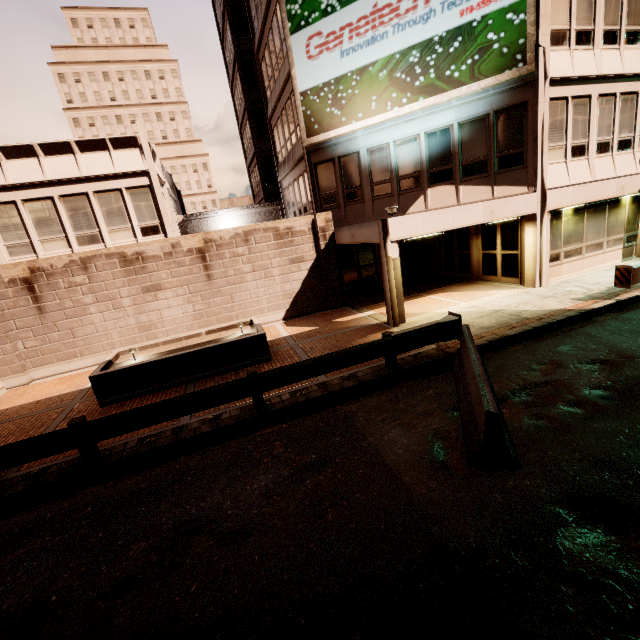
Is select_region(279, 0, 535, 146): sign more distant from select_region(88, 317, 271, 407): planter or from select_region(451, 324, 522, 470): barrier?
select_region(451, 324, 522, 470): barrier

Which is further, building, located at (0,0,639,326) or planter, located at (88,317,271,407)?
building, located at (0,0,639,326)

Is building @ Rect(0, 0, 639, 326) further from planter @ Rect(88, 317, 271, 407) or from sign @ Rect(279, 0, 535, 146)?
planter @ Rect(88, 317, 271, 407)

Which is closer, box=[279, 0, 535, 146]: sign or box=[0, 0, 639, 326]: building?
box=[279, 0, 535, 146]: sign

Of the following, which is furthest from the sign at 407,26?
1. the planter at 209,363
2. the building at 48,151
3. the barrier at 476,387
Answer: the barrier at 476,387

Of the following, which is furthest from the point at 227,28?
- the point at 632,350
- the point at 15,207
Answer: the point at 632,350

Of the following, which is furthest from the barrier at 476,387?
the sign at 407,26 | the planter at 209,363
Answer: the sign at 407,26

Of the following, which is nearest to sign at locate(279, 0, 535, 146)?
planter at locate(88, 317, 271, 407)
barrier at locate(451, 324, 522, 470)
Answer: planter at locate(88, 317, 271, 407)
